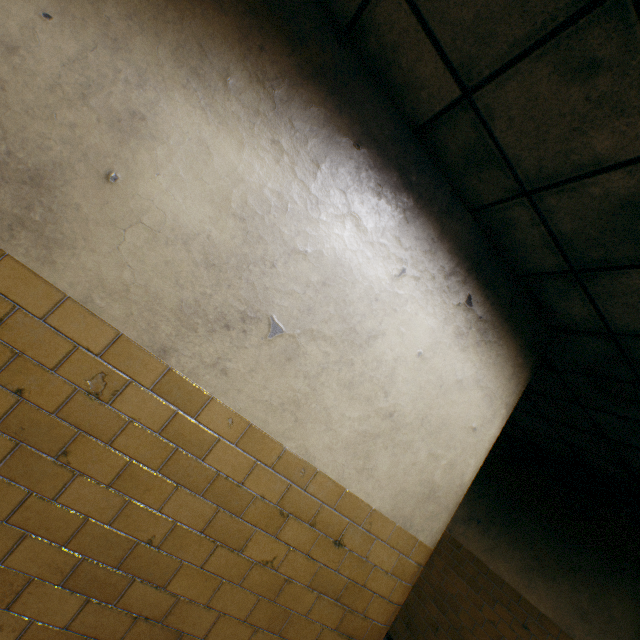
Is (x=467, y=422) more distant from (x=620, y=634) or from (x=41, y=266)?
(x=620, y=634)
